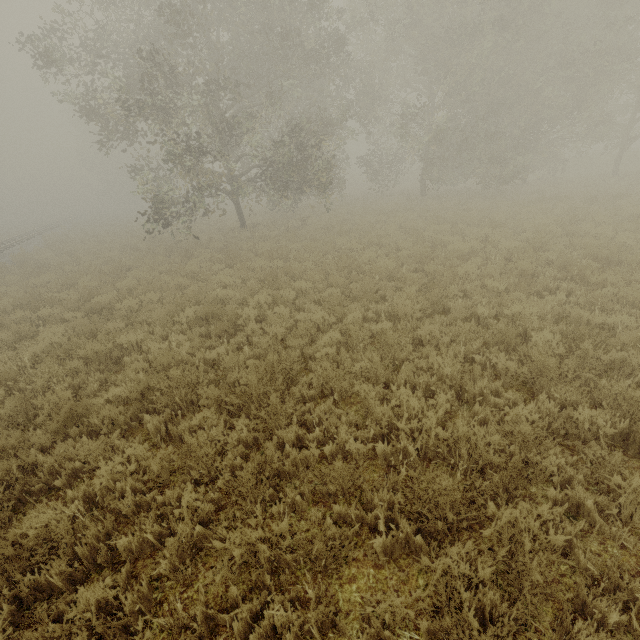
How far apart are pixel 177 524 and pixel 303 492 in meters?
1.4
